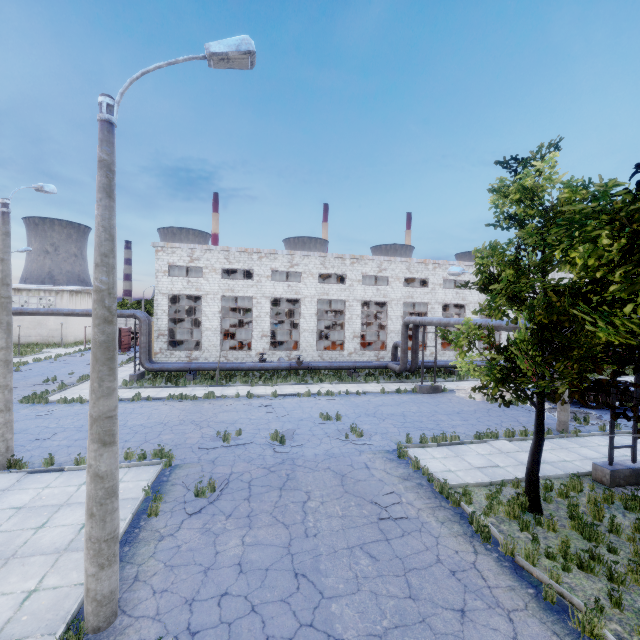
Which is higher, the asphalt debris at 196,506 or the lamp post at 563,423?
the lamp post at 563,423

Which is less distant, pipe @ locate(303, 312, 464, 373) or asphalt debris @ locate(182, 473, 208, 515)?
asphalt debris @ locate(182, 473, 208, 515)

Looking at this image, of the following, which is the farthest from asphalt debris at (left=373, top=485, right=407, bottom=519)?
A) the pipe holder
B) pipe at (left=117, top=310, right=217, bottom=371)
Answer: pipe at (left=117, top=310, right=217, bottom=371)

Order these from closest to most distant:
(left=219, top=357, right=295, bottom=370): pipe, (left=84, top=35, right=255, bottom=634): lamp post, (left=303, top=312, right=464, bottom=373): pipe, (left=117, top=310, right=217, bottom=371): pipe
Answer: (left=84, top=35, right=255, bottom=634): lamp post < (left=303, top=312, right=464, bottom=373): pipe < (left=117, top=310, right=217, bottom=371): pipe < (left=219, top=357, right=295, bottom=370): pipe

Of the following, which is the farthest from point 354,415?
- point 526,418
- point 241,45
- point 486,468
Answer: point 241,45

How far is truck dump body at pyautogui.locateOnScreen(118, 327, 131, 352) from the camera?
39.1 meters

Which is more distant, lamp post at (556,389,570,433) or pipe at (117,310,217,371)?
pipe at (117,310,217,371)

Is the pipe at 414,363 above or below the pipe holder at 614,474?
above
